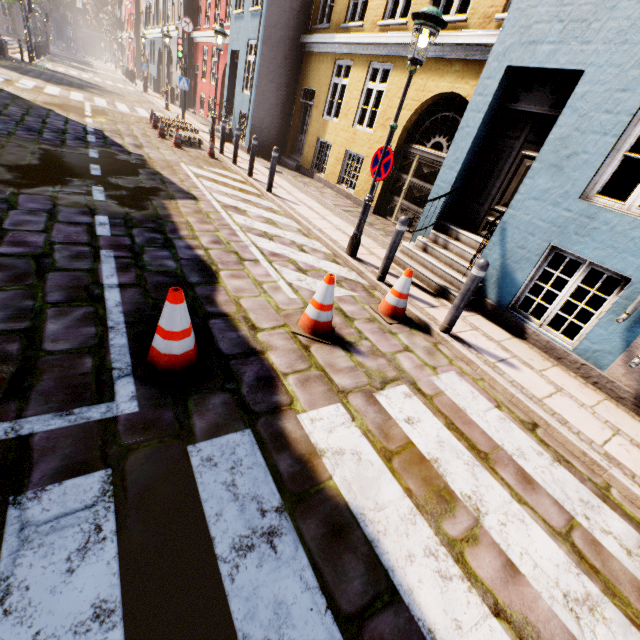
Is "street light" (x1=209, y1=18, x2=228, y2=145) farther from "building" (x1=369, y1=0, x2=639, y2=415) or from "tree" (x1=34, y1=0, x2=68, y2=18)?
"tree" (x1=34, y1=0, x2=68, y2=18)

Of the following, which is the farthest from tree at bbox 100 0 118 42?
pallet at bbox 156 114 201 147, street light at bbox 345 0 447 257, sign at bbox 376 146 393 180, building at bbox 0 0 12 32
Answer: sign at bbox 376 146 393 180

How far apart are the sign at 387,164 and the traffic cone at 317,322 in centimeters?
270cm

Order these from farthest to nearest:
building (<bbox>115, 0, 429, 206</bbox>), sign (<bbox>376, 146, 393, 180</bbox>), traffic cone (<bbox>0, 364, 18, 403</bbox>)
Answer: building (<bbox>115, 0, 429, 206</bbox>) → sign (<bbox>376, 146, 393, 180</bbox>) → traffic cone (<bbox>0, 364, 18, 403</bbox>)

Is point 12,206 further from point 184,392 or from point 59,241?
point 184,392

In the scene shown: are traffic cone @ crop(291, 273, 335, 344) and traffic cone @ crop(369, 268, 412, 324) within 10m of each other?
yes

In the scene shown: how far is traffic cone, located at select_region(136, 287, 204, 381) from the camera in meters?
2.6 m

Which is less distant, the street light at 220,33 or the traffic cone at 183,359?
the traffic cone at 183,359
